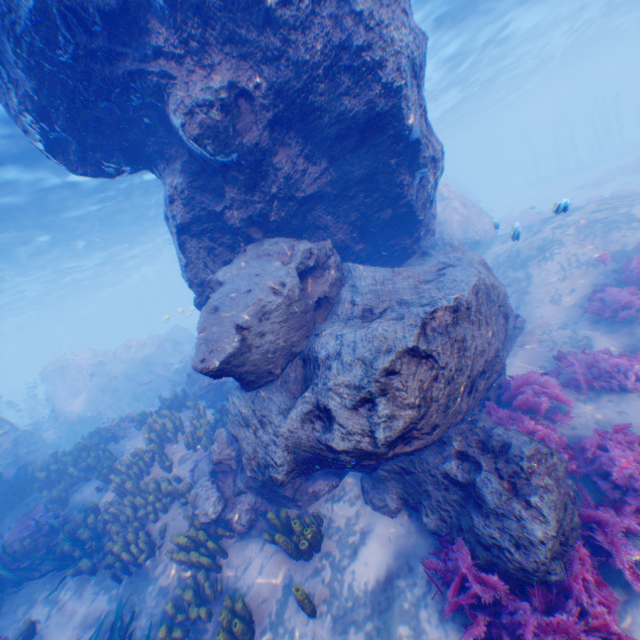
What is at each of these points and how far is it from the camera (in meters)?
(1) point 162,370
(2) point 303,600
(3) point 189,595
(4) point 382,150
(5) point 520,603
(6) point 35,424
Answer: (1) plane, 19.97
(2) instancedfoliageactor, 4.75
(3) instancedfoliageactor, 5.67
(4) rock, 6.54
(5) instancedfoliageactor, 3.73
(6) instancedfoliageactor, 20.31

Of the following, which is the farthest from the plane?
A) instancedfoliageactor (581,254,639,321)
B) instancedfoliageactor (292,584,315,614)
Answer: instancedfoliageactor (581,254,639,321)

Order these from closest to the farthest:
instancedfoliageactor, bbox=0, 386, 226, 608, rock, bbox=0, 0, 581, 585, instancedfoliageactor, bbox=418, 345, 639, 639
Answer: instancedfoliageactor, bbox=418, 345, 639, 639 < rock, bbox=0, 0, 581, 585 < instancedfoliageactor, bbox=0, 386, 226, 608

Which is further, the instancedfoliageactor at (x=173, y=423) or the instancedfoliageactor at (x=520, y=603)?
the instancedfoliageactor at (x=173, y=423)

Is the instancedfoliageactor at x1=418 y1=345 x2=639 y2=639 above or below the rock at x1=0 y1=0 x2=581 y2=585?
below

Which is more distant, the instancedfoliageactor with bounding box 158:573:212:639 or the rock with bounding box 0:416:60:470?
the rock with bounding box 0:416:60:470

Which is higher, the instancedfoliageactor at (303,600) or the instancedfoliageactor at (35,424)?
the instancedfoliageactor at (35,424)

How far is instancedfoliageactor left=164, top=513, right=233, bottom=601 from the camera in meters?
5.9
